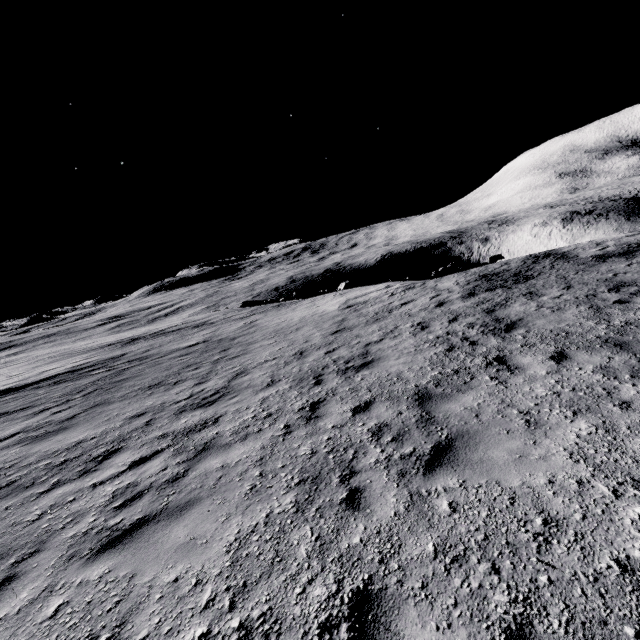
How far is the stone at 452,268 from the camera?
21.9 meters

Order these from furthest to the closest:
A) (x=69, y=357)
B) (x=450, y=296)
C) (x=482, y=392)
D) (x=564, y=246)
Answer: (x=69, y=357)
(x=564, y=246)
(x=450, y=296)
(x=482, y=392)

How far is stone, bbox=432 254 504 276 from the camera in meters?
21.9
